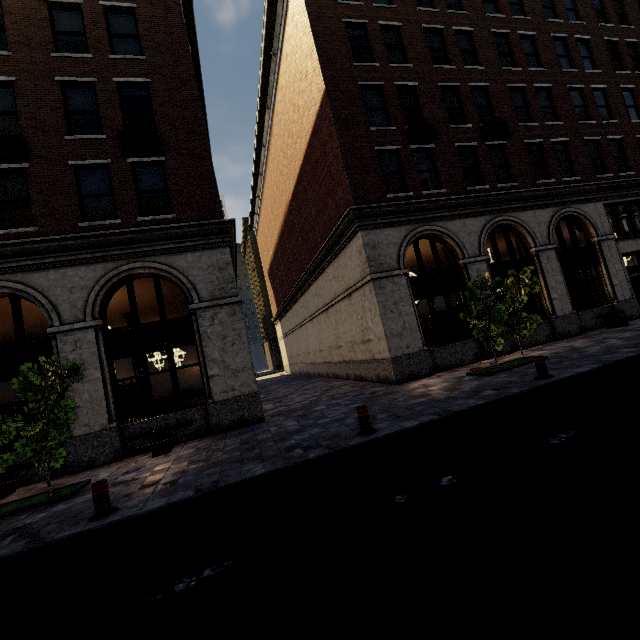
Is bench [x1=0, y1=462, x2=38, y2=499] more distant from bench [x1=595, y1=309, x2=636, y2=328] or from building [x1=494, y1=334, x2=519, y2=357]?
bench [x1=595, y1=309, x2=636, y2=328]

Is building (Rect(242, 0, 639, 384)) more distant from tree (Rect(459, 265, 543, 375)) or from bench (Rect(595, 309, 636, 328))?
tree (Rect(459, 265, 543, 375))

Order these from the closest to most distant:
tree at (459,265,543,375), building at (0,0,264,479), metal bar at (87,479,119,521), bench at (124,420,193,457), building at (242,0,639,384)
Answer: metal bar at (87,479,119,521), bench at (124,420,193,457), building at (0,0,264,479), tree at (459,265,543,375), building at (242,0,639,384)

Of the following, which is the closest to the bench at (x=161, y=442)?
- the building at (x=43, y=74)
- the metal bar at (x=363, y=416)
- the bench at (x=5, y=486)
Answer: the building at (x=43, y=74)

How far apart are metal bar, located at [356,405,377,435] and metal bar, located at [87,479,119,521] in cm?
454

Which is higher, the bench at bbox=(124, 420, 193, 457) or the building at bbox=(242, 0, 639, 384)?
the building at bbox=(242, 0, 639, 384)

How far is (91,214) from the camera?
10.56m

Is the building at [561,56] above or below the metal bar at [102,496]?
above
